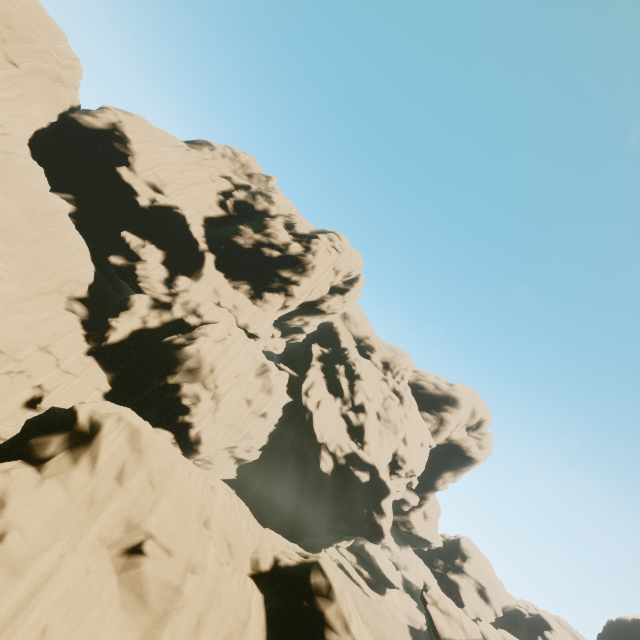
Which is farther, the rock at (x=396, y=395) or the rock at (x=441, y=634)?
the rock at (x=441, y=634)

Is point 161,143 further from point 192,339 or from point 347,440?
point 347,440

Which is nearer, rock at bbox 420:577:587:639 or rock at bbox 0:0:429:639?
rock at bbox 0:0:429:639
